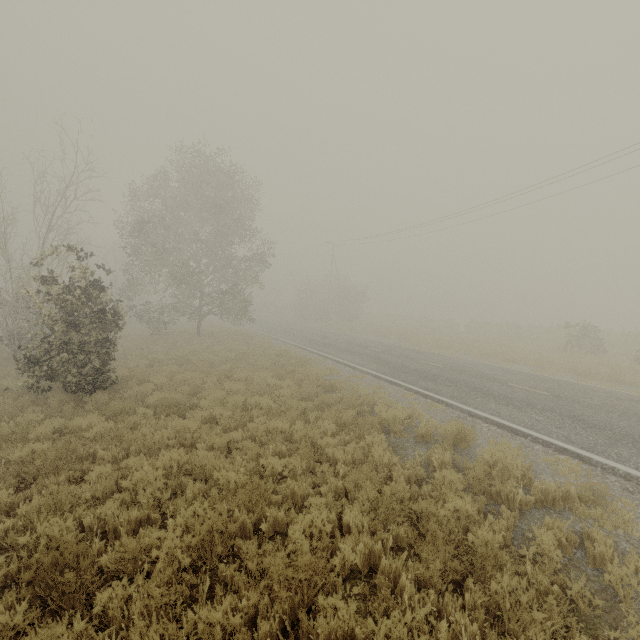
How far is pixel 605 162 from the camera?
18.1 meters
